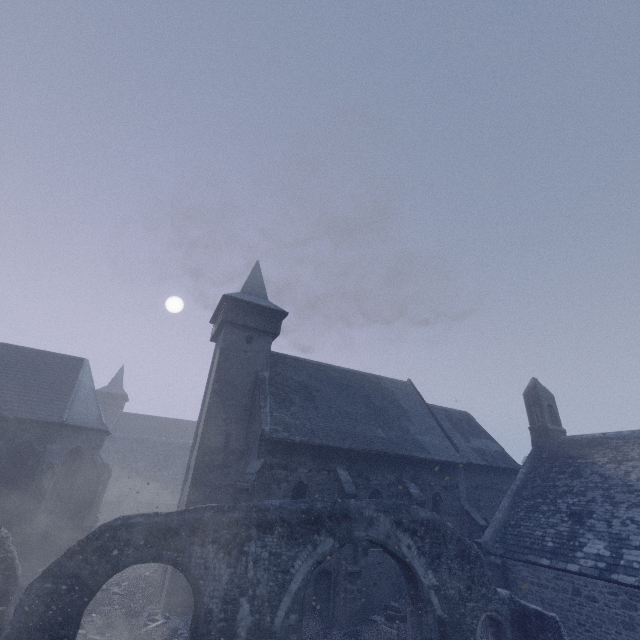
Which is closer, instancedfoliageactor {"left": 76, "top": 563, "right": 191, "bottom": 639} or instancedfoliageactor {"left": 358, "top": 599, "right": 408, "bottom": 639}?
instancedfoliageactor {"left": 76, "top": 563, "right": 191, "bottom": 639}

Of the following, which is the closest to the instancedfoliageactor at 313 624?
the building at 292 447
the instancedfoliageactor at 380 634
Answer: the building at 292 447

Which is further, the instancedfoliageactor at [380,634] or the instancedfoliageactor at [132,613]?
the instancedfoliageactor at [380,634]

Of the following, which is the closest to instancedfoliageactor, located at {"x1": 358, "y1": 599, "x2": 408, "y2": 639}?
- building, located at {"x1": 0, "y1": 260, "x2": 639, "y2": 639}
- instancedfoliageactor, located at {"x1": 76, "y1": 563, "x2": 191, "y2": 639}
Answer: building, located at {"x1": 0, "y1": 260, "x2": 639, "y2": 639}

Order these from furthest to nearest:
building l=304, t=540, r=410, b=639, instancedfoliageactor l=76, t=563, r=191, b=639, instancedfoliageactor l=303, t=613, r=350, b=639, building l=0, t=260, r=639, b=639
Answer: building l=0, t=260, r=639, b=639 → building l=304, t=540, r=410, b=639 → instancedfoliageactor l=303, t=613, r=350, b=639 → instancedfoliageactor l=76, t=563, r=191, b=639

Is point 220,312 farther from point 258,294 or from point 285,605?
point 285,605

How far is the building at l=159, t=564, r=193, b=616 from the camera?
13.4 meters
